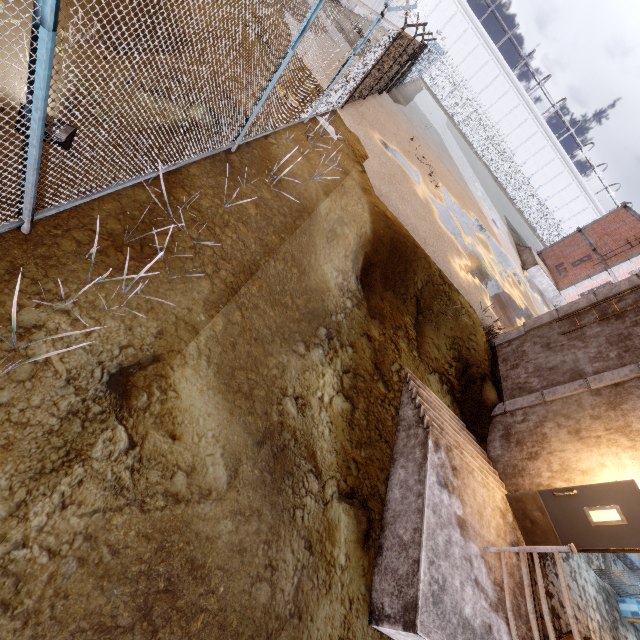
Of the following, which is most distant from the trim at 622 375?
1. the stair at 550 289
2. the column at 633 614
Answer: the stair at 550 289

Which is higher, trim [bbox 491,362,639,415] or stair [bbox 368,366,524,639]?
trim [bbox 491,362,639,415]

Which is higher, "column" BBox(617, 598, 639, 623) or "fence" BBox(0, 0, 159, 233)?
"fence" BBox(0, 0, 159, 233)

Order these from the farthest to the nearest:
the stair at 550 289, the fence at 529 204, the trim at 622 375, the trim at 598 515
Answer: the stair at 550 289 < the trim at 622 375 < the trim at 598 515 < the fence at 529 204

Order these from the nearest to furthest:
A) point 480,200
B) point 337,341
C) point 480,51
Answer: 1. point 337,341
2. point 480,200
3. point 480,51

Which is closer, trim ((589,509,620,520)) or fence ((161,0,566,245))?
fence ((161,0,566,245))

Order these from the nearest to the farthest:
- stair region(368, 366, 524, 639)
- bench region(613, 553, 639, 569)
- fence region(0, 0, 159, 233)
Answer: fence region(0, 0, 159, 233) → stair region(368, 366, 524, 639) → bench region(613, 553, 639, 569)

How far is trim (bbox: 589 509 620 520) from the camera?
5.7m
